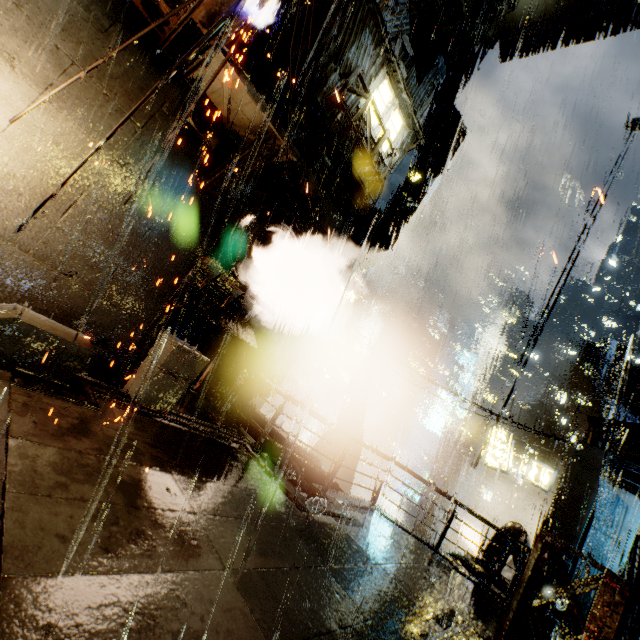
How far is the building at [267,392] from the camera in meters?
11.5 m

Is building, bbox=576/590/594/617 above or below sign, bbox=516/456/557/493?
below

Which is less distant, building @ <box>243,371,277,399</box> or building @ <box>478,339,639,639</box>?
building @ <box>243,371,277,399</box>

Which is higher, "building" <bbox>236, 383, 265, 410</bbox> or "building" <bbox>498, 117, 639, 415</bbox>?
"building" <bbox>498, 117, 639, 415</bbox>

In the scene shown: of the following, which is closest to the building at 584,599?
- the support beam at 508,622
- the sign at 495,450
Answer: the support beam at 508,622

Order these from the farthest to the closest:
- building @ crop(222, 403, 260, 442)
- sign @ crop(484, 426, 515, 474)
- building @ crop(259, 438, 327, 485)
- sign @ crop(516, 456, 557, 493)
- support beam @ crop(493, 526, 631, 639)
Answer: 1. sign @ crop(484, 426, 515, 474)
2. sign @ crop(516, 456, 557, 493)
3. building @ crop(222, 403, 260, 442)
4. building @ crop(259, 438, 327, 485)
5. support beam @ crop(493, 526, 631, 639)

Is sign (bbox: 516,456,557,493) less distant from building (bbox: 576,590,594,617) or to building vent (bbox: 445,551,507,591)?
building (bbox: 576,590,594,617)

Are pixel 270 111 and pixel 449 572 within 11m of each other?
no
